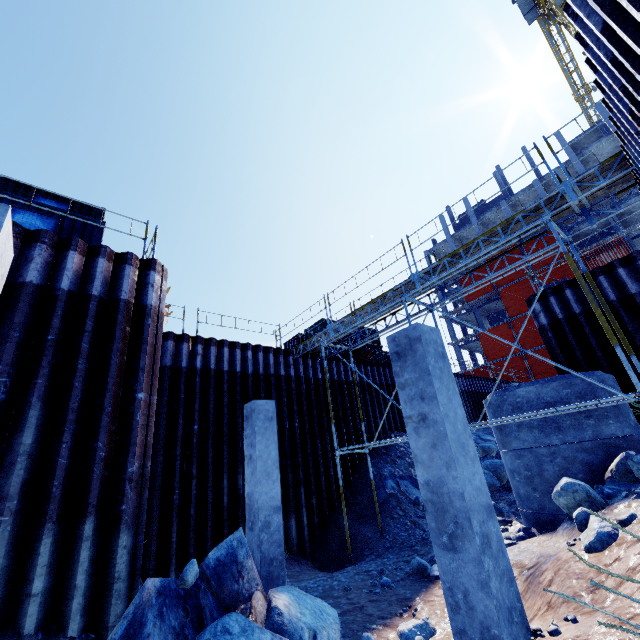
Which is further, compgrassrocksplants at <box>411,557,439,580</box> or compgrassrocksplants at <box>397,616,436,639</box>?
compgrassrocksplants at <box>411,557,439,580</box>

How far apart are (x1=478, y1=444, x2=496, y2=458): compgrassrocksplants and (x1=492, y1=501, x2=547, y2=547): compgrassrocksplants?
8.4 meters

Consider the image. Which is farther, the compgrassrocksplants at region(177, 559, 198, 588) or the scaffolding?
the scaffolding

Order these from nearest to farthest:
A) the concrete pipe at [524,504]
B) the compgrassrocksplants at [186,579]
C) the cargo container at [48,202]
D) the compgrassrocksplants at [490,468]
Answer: the compgrassrocksplants at [186,579], the concrete pipe at [524,504], the cargo container at [48,202], the compgrassrocksplants at [490,468]

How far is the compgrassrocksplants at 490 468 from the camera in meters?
13.3

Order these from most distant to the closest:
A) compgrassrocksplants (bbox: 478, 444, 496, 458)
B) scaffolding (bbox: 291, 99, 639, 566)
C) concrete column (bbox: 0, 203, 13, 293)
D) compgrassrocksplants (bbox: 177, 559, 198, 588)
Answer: compgrassrocksplants (bbox: 478, 444, 496, 458)
scaffolding (bbox: 291, 99, 639, 566)
compgrassrocksplants (bbox: 177, 559, 198, 588)
concrete column (bbox: 0, 203, 13, 293)

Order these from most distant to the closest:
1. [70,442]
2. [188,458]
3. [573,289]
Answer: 1. [573,289]
2. [188,458]
3. [70,442]

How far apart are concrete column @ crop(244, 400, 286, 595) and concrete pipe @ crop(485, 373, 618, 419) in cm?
634
